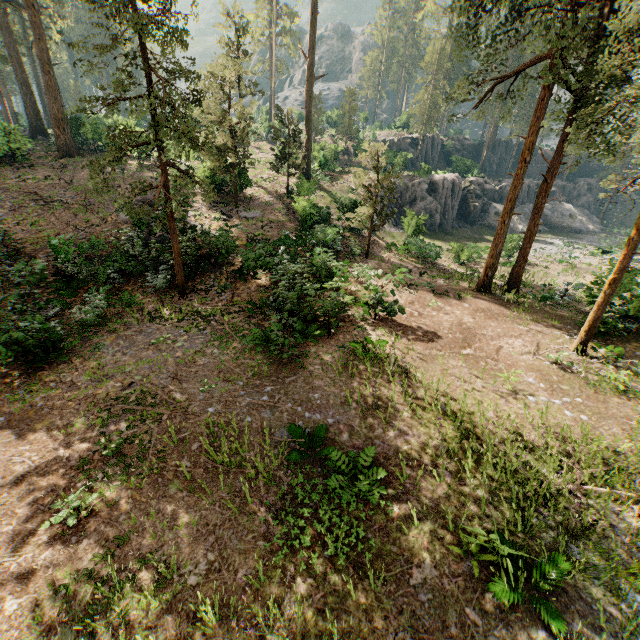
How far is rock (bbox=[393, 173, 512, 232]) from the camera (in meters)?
36.94

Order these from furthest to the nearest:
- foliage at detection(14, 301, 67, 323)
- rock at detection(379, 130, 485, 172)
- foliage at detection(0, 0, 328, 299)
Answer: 1. rock at detection(379, 130, 485, 172)
2. foliage at detection(0, 0, 328, 299)
3. foliage at detection(14, 301, 67, 323)

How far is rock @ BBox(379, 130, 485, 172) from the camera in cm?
4297

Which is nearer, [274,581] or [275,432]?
[274,581]

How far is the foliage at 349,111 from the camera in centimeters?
4425cm

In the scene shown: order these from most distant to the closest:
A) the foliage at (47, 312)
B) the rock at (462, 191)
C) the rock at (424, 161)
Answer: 1. the rock at (424, 161)
2. the rock at (462, 191)
3. the foliage at (47, 312)

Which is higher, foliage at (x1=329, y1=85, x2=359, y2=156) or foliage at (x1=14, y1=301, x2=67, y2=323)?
foliage at (x1=329, y1=85, x2=359, y2=156)

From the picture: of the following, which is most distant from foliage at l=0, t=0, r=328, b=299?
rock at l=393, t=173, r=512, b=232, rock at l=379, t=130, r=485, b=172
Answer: rock at l=393, t=173, r=512, b=232
